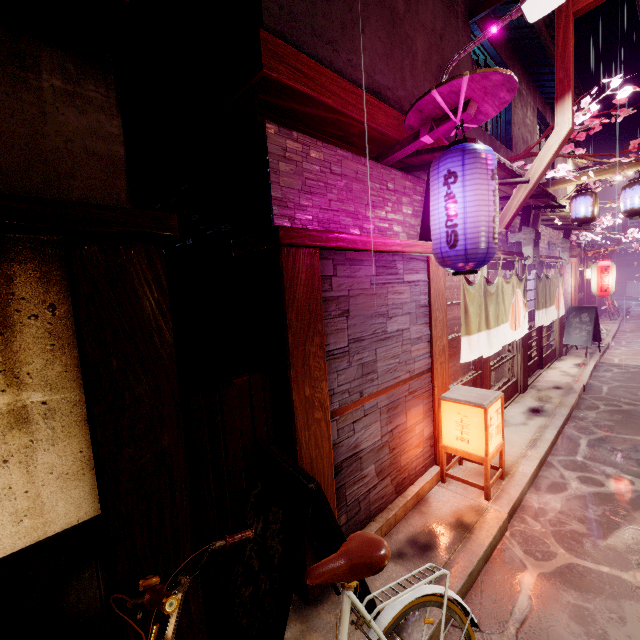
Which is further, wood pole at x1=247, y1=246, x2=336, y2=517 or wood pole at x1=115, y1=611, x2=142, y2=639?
wood pole at x1=247, y1=246, x2=336, y2=517

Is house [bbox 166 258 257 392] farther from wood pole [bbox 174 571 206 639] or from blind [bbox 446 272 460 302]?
blind [bbox 446 272 460 302]

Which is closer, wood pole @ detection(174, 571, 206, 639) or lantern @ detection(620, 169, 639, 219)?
wood pole @ detection(174, 571, 206, 639)

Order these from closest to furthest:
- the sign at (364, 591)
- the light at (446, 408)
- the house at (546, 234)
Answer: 1. the sign at (364, 591)
2. the light at (446, 408)
3. the house at (546, 234)

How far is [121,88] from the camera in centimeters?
896cm

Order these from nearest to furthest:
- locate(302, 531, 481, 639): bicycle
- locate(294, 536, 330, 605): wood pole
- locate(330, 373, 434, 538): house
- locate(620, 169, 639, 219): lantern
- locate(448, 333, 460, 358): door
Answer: locate(302, 531, 481, 639): bicycle, locate(294, 536, 330, 605): wood pole, locate(330, 373, 434, 538): house, locate(448, 333, 460, 358): door, locate(620, 169, 639, 219): lantern

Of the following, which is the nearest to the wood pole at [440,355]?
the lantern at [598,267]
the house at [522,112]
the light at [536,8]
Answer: the light at [536,8]

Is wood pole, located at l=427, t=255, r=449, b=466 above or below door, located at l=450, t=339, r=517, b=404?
above
